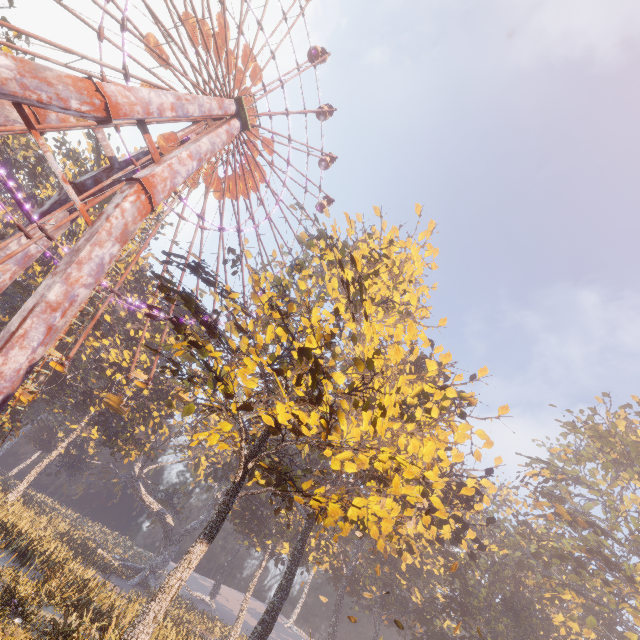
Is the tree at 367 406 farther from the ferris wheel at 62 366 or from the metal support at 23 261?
the ferris wheel at 62 366

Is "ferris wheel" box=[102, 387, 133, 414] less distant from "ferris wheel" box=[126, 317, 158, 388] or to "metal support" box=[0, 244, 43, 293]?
"ferris wheel" box=[126, 317, 158, 388]

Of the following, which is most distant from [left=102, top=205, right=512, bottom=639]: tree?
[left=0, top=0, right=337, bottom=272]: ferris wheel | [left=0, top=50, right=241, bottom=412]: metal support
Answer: [left=0, top=0, right=337, bottom=272]: ferris wheel

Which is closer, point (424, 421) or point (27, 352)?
point (424, 421)

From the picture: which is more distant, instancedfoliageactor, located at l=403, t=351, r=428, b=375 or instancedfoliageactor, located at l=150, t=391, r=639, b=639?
instancedfoliageactor, located at l=403, t=351, r=428, b=375

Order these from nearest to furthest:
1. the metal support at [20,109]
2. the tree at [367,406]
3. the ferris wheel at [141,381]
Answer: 1. the tree at [367,406]
2. the metal support at [20,109]
3. the ferris wheel at [141,381]

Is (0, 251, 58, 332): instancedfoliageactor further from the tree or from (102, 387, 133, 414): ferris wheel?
the tree

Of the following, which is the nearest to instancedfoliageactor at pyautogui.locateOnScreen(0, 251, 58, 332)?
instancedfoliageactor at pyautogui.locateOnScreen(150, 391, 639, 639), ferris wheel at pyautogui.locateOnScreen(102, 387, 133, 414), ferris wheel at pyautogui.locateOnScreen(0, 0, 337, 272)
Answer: ferris wheel at pyautogui.locateOnScreen(0, 0, 337, 272)
